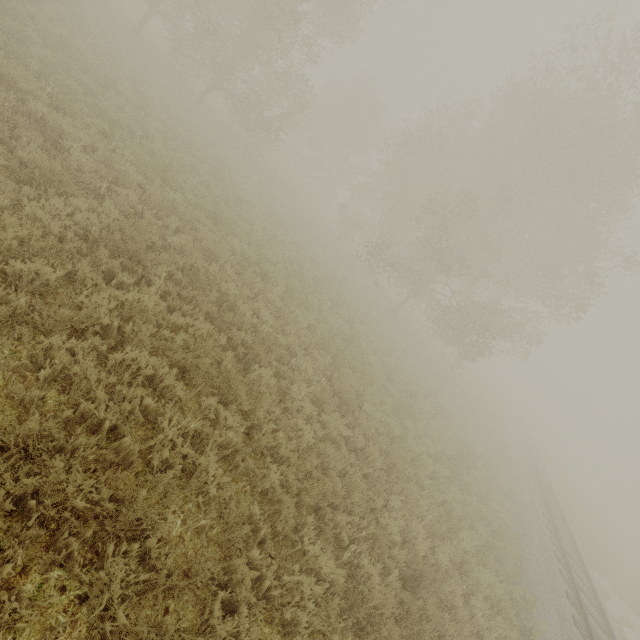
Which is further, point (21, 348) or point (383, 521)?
point (383, 521)
